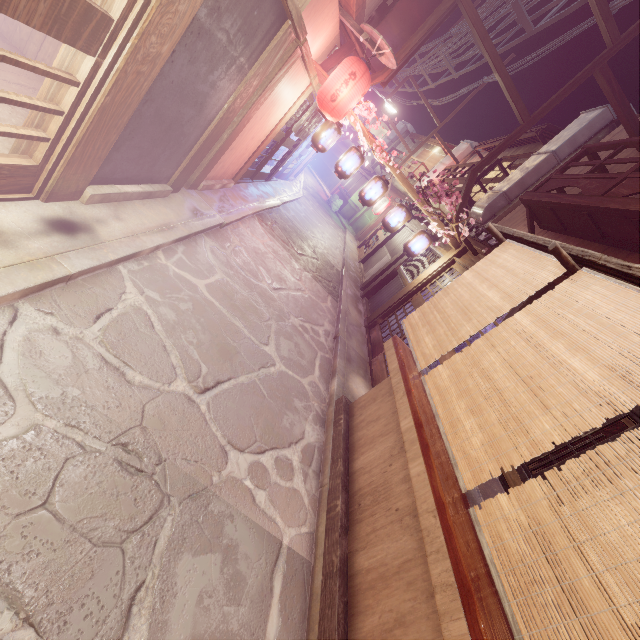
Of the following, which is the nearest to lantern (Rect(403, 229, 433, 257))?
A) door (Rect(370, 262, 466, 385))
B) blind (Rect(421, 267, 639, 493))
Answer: door (Rect(370, 262, 466, 385))

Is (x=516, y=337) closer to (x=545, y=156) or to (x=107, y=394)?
(x=107, y=394)

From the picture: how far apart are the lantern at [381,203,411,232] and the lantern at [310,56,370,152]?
4.03m

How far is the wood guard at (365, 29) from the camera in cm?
1036

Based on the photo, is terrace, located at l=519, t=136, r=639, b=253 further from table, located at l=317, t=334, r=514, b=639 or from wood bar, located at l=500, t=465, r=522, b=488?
table, located at l=317, t=334, r=514, b=639

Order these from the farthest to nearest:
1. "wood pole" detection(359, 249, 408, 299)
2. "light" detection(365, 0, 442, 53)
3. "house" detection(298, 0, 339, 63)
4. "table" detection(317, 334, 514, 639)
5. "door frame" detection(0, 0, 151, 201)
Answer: "wood pole" detection(359, 249, 408, 299) < "light" detection(365, 0, 442, 53) < "house" detection(298, 0, 339, 63) < "door frame" detection(0, 0, 151, 201) < "table" detection(317, 334, 514, 639)

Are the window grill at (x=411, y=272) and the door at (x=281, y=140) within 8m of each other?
no

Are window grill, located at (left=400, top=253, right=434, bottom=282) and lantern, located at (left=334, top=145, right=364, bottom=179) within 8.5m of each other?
yes
